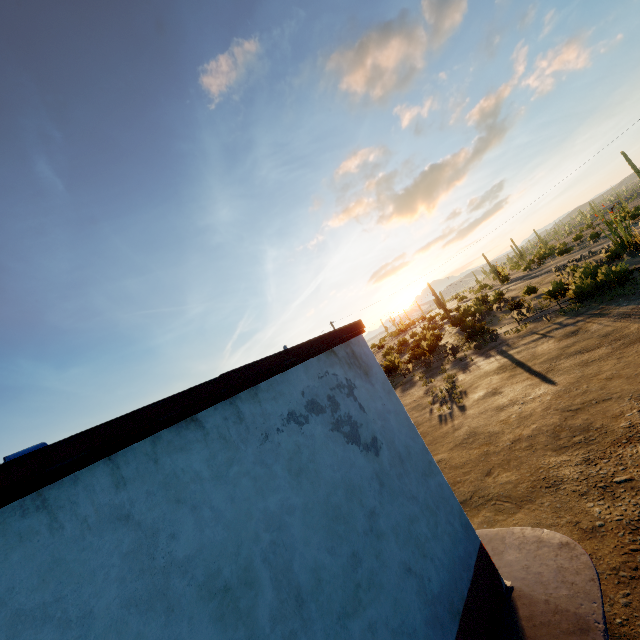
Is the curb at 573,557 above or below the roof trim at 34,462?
below

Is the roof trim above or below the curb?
above

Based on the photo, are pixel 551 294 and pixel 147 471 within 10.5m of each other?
no

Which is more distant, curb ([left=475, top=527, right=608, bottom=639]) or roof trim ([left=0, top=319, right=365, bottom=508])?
curb ([left=475, top=527, right=608, bottom=639])

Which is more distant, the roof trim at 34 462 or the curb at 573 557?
the curb at 573 557
